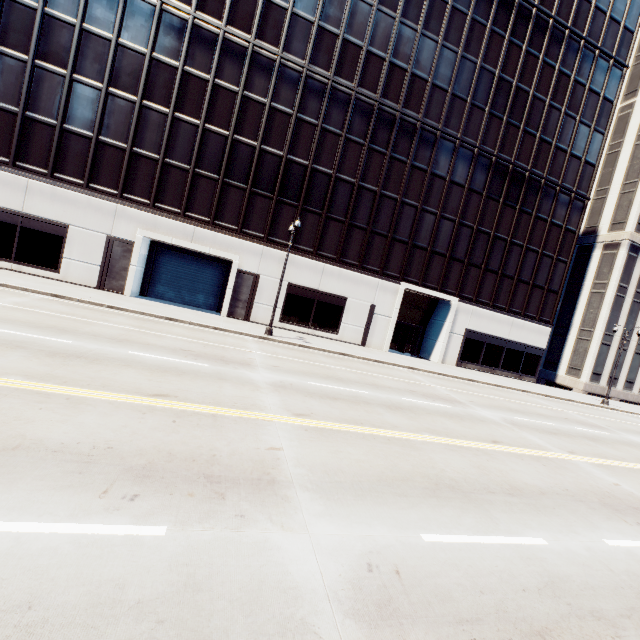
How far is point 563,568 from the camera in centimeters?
489cm
